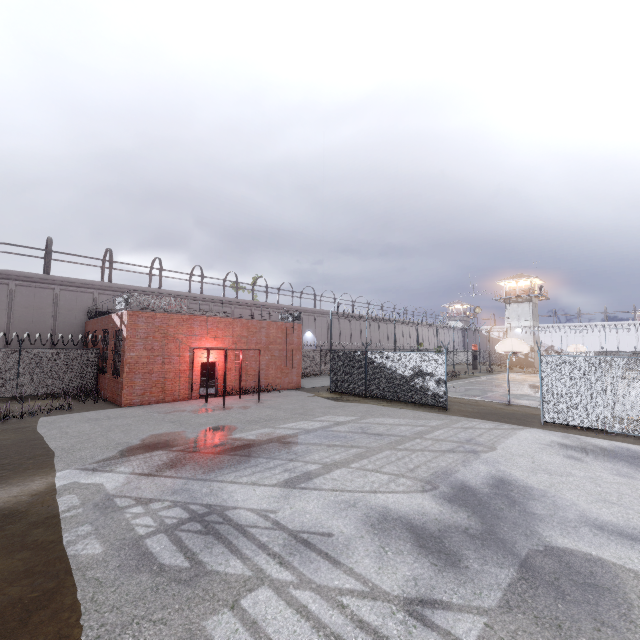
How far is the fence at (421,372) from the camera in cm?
1655

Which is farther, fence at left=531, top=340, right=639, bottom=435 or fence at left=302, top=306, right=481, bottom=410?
fence at left=302, top=306, right=481, bottom=410

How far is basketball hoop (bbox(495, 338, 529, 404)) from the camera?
18.0m

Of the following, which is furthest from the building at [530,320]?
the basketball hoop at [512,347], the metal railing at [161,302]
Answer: the metal railing at [161,302]

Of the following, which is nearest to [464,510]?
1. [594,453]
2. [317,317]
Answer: → [594,453]

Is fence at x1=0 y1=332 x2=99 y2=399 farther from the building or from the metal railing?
the building

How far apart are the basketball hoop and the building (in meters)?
39.61

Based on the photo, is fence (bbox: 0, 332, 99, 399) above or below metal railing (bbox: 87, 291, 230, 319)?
below
